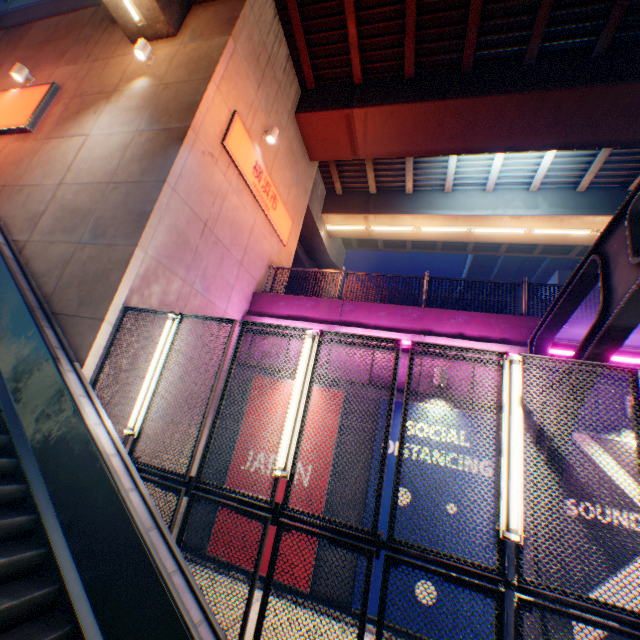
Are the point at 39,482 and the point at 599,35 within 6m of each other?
no

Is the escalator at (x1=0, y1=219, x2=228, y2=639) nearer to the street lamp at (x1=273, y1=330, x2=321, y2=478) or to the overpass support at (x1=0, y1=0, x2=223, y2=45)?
the street lamp at (x1=273, y1=330, x2=321, y2=478)

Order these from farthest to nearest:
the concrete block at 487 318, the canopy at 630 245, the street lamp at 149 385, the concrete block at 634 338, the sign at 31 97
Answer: the sign at 31 97, the concrete block at 487 318, the concrete block at 634 338, the street lamp at 149 385, the canopy at 630 245

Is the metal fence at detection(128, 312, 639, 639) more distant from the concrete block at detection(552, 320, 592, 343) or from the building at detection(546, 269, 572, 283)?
the building at detection(546, 269, 572, 283)

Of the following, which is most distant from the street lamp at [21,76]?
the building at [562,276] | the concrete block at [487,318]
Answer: the building at [562,276]

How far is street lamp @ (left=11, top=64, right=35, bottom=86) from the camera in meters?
9.3

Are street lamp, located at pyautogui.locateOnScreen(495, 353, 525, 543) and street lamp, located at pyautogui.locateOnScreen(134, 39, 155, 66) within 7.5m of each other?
no

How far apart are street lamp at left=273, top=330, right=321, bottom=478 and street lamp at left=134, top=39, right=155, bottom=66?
8.59m
